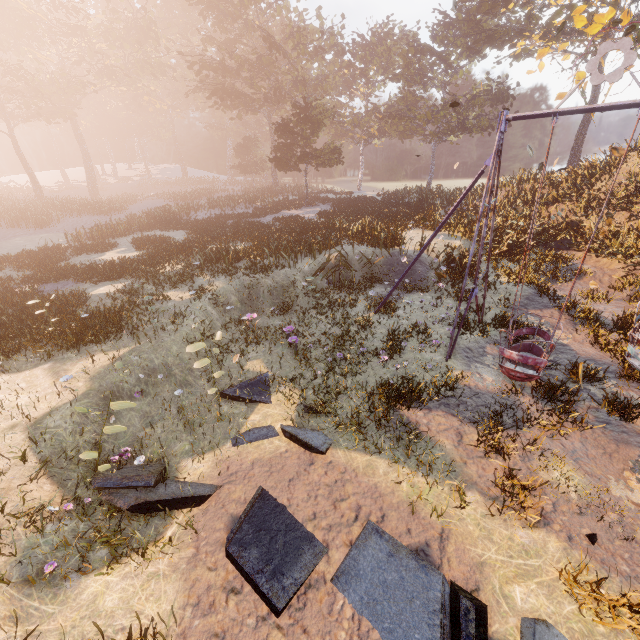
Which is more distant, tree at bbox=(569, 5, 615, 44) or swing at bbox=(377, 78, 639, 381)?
tree at bbox=(569, 5, 615, 44)

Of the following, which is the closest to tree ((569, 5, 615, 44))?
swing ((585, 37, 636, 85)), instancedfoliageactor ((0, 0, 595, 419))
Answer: swing ((585, 37, 636, 85))

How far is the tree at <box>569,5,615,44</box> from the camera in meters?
14.0 m

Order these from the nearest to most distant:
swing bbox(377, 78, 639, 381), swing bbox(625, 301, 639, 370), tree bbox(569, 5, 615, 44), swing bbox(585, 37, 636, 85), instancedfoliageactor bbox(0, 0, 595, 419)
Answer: swing bbox(585, 37, 636, 85) → swing bbox(377, 78, 639, 381) → swing bbox(625, 301, 639, 370) → instancedfoliageactor bbox(0, 0, 595, 419) → tree bbox(569, 5, 615, 44)

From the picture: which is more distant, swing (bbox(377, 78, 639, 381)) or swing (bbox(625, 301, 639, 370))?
swing (bbox(625, 301, 639, 370))

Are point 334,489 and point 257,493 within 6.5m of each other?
yes

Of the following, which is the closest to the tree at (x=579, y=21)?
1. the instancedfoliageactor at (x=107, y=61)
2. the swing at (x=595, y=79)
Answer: the swing at (x=595, y=79)

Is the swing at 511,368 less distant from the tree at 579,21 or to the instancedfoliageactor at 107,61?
the tree at 579,21
